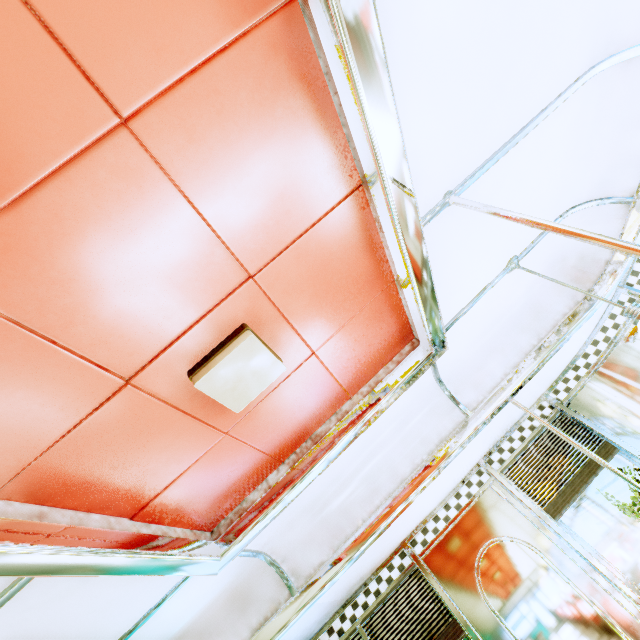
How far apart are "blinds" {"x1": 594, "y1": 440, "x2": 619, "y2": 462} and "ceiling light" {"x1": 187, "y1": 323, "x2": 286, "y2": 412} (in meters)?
2.95

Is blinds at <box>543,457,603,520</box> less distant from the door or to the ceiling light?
the door

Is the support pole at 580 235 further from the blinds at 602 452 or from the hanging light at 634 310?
the blinds at 602 452

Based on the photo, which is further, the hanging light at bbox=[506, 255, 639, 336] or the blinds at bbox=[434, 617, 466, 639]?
the blinds at bbox=[434, 617, 466, 639]

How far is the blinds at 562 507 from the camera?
2.96m

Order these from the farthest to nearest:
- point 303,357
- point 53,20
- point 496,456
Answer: point 496,456 → point 303,357 → point 53,20

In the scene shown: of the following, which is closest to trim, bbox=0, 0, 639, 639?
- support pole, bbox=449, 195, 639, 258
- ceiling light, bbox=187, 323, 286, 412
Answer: support pole, bbox=449, 195, 639, 258

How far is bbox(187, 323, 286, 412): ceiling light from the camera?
1.4 meters
